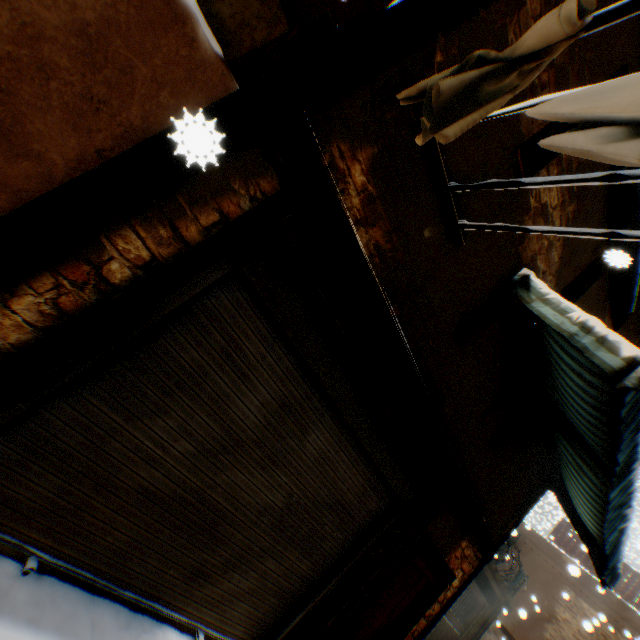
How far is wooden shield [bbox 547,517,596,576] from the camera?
13.30m

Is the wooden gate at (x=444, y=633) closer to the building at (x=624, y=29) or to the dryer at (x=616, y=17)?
the building at (x=624, y=29)

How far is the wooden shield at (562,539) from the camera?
13.30m

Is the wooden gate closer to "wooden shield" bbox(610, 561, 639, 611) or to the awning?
"wooden shield" bbox(610, 561, 639, 611)

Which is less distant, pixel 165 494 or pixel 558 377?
pixel 165 494

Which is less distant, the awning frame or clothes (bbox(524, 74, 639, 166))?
clothes (bbox(524, 74, 639, 166))

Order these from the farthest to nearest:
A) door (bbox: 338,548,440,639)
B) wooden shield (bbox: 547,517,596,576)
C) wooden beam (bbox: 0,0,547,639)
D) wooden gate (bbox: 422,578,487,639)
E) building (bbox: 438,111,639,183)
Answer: wooden shield (bbox: 547,517,596,576), wooden gate (bbox: 422,578,487,639), door (bbox: 338,548,440,639), building (bbox: 438,111,639,183), wooden beam (bbox: 0,0,547,639)

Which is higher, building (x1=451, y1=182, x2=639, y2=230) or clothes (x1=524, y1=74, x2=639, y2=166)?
building (x1=451, y1=182, x2=639, y2=230)
